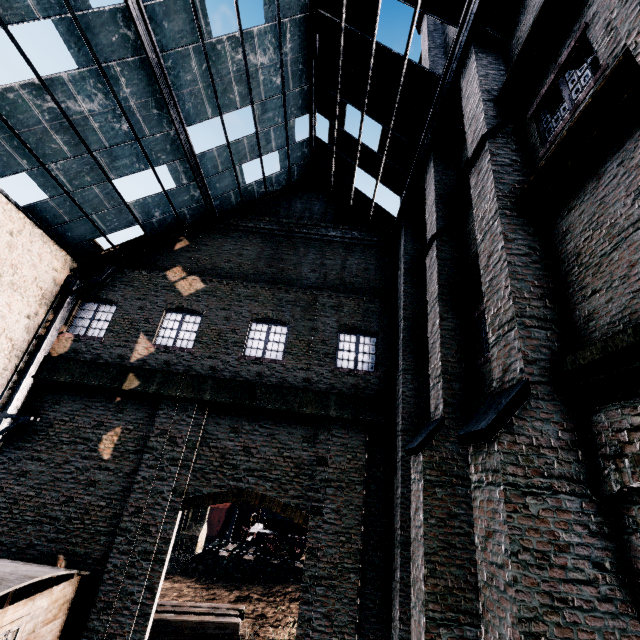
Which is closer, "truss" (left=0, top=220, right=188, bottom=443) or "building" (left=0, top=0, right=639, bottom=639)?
"building" (left=0, top=0, right=639, bottom=639)

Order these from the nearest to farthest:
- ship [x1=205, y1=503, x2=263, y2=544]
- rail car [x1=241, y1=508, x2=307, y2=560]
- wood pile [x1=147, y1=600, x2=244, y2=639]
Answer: wood pile [x1=147, y1=600, x2=244, y2=639], rail car [x1=241, y1=508, x2=307, y2=560], ship [x1=205, y1=503, x2=263, y2=544]

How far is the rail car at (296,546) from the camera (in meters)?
24.81

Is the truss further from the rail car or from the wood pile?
the rail car

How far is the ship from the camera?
43.1 meters

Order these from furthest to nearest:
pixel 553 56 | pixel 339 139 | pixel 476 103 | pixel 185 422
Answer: pixel 339 139 < pixel 185 422 < pixel 476 103 < pixel 553 56

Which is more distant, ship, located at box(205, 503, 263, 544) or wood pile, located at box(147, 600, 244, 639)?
ship, located at box(205, 503, 263, 544)

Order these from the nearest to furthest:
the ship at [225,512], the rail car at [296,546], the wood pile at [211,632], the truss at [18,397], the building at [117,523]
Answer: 1. the building at [117,523]
2. the truss at [18,397]
3. the wood pile at [211,632]
4. the rail car at [296,546]
5. the ship at [225,512]
